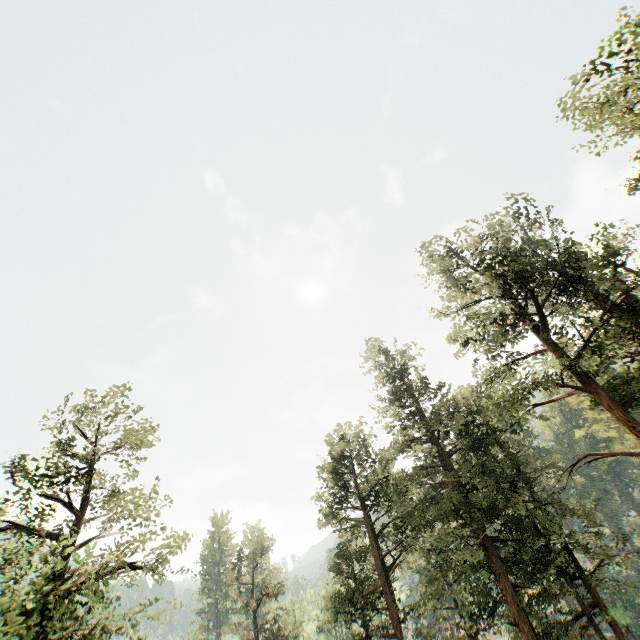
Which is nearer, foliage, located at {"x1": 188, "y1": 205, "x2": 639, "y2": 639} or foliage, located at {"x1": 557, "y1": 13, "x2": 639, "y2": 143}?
foliage, located at {"x1": 557, "y1": 13, "x2": 639, "y2": 143}

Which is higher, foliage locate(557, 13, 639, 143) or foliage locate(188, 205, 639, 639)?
foliage locate(557, 13, 639, 143)

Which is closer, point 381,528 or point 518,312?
point 518,312

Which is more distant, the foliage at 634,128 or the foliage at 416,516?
the foliage at 416,516
